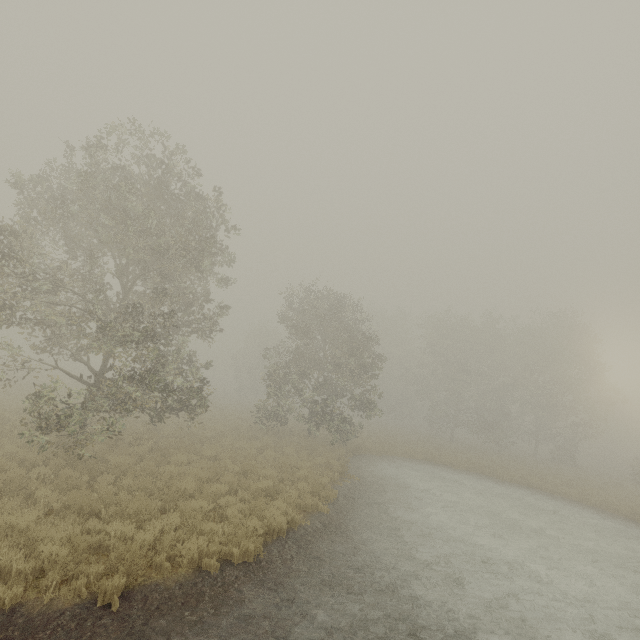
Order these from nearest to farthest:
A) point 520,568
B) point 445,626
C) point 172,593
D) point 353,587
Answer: point 172,593 → point 445,626 → point 353,587 → point 520,568
